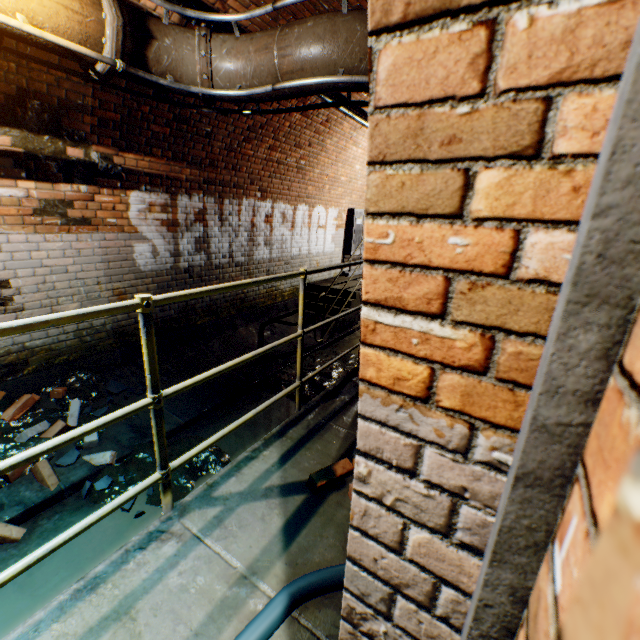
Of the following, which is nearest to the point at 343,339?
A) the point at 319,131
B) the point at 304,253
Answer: the point at 304,253

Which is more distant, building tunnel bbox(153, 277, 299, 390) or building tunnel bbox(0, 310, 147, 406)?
building tunnel bbox(153, 277, 299, 390)

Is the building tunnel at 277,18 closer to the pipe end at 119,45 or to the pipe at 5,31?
the pipe at 5,31

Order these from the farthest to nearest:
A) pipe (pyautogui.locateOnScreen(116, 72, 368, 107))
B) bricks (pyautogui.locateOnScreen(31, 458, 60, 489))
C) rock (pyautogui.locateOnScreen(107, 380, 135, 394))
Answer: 1. rock (pyautogui.locateOnScreen(107, 380, 135, 394))
2. bricks (pyautogui.locateOnScreen(31, 458, 60, 489))
3. pipe (pyautogui.locateOnScreen(116, 72, 368, 107))

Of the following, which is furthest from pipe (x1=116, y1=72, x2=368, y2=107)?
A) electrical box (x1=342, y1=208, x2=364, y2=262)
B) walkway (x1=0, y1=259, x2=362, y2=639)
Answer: electrical box (x1=342, y1=208, x2=364, y2=262)

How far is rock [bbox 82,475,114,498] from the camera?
3.0m

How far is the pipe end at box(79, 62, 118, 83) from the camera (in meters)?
2.28

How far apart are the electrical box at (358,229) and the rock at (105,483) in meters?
7.5 m
